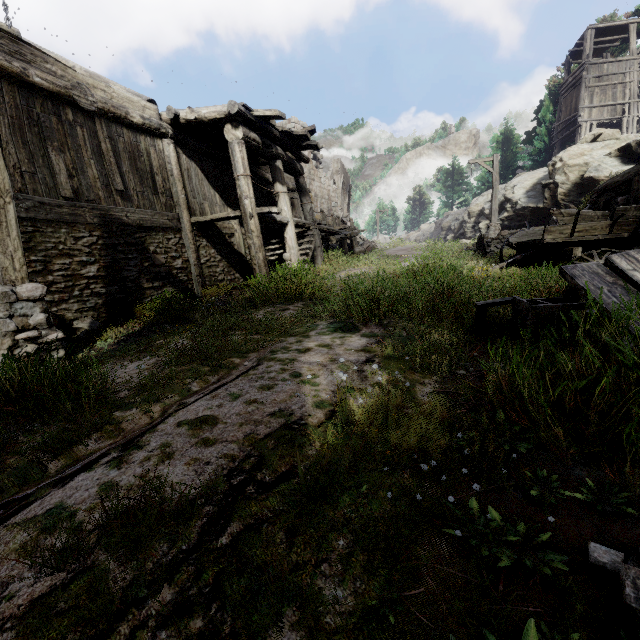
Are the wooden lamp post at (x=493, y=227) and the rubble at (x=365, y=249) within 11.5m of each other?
yes

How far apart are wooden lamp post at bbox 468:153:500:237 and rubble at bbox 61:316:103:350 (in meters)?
18.77

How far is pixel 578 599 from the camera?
1.2 meters

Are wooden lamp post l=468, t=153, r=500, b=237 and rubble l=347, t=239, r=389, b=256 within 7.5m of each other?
yes

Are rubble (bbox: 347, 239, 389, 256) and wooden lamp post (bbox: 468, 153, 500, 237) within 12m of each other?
yes

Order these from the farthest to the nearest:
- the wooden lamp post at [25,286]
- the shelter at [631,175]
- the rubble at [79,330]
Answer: the shelter at [631,175]
the rubble at [79,330]
the wooden lamp post at [25,286]

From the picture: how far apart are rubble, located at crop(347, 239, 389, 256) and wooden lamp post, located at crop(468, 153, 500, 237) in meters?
5.7

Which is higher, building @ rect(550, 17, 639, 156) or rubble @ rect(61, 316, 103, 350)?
building @ rect(550, 17, 639, 156)
